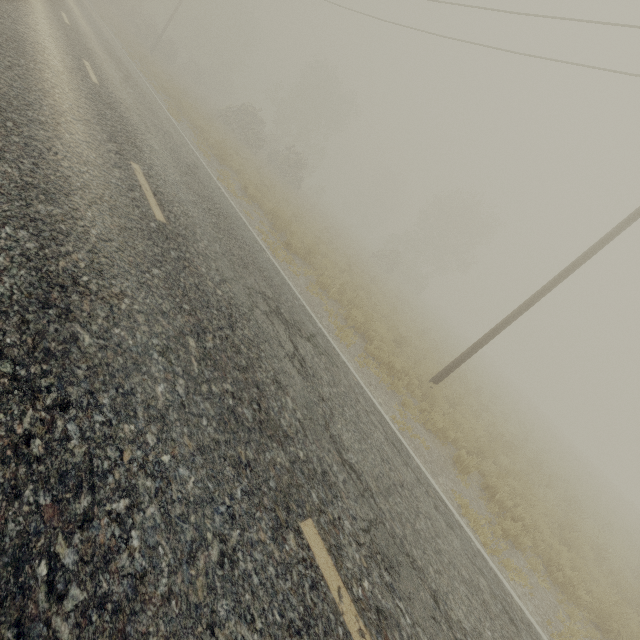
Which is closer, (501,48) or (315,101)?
(501,48)
